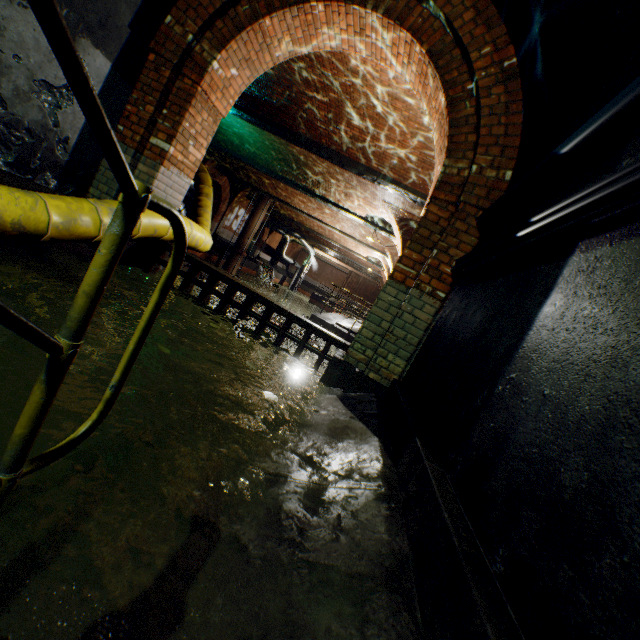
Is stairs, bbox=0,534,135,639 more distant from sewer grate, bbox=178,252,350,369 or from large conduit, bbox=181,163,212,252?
sewer grate, bbox=178,252,350,369

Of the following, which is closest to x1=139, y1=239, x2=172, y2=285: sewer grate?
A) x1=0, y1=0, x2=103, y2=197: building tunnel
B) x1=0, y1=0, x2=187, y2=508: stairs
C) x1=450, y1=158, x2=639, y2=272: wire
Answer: x1=0, y1=0, x2=103, y2=197: building tunnel

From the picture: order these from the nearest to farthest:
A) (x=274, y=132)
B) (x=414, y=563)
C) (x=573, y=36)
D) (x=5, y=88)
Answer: (x=414, y=563)
(x=573, y=36)
(x=5, y=88)
(x=274, y=132)

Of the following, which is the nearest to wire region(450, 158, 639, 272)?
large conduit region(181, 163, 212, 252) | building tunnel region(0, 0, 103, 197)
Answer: building tunnel region(0, 0, 103, 197)

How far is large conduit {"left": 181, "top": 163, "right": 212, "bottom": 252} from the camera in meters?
4.8 m

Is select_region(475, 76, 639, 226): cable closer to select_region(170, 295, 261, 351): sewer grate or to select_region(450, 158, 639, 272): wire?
select_region(450, 158, 639, 272): wire

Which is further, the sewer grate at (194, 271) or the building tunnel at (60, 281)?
the sewer grate at (194, 271)

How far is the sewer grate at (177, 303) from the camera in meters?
4.2 m
